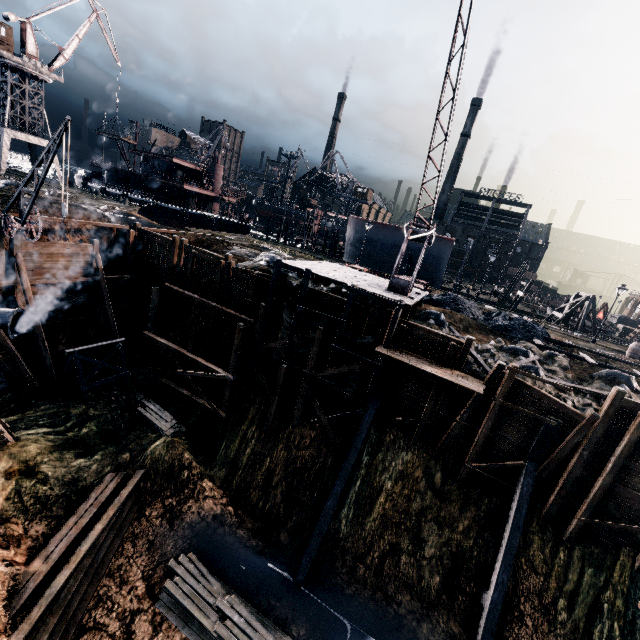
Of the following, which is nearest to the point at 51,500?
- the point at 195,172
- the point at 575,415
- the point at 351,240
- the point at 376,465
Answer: the point at 376,465

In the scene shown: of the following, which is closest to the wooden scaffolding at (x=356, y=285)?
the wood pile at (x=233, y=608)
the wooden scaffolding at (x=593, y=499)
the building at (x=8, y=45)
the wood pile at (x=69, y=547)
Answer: the wooden scaffolding at (x=593, y=499)

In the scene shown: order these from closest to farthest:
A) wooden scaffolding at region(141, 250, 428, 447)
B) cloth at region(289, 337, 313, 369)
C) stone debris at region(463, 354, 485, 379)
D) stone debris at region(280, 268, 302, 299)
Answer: stone debris at region(463, 354, 485, 379) → wooden scaffolding at region(141, 250, 428, 447) → cloth at region(289, 337, 313, 369) → stone debris at region(280, 268, 302, 299)

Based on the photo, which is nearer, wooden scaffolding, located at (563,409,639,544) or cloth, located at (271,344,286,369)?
wooden scaffolding, located at (563,409,639,544)

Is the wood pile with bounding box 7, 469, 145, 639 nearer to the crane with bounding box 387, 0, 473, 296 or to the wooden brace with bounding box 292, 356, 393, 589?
the wooden brace with bounding box 292, 356, 393, 589

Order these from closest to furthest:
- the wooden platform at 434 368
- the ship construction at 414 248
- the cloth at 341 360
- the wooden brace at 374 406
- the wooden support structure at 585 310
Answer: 1. the wooden platform at 434 368
2. the wooden brace at 374 406
3. the cloth at 341 360
4. the wooden support structure at 585 310
5. the ship construction at 414 248

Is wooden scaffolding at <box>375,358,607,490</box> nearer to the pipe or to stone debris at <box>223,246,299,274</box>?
stone debris at <box>223,246,299,274</box>

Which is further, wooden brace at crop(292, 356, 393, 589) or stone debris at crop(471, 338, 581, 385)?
stone debris at crop(471, 338, 581, 385)
